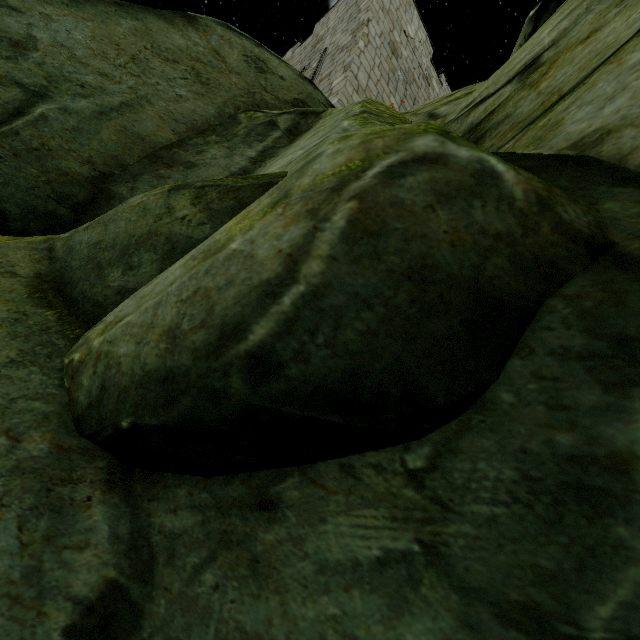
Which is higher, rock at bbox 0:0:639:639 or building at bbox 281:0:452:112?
building at bbox 281:0:452:112

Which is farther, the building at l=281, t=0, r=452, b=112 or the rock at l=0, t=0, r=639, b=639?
the building at l=281, t=0, r=452, b=112

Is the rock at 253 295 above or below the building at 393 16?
below

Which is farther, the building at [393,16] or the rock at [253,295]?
the building at [393,16]

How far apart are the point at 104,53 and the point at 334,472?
2.4m
